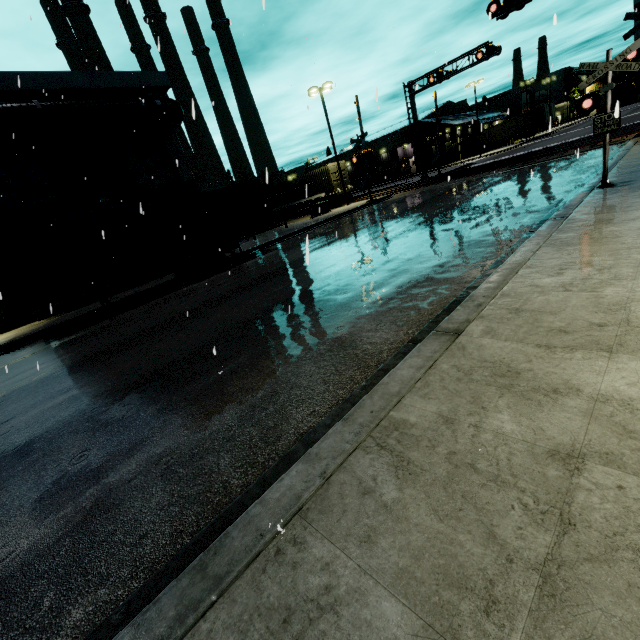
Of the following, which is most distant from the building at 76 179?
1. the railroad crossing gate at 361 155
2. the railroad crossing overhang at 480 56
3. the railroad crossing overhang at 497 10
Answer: the railroad crossing overhang at 497 10

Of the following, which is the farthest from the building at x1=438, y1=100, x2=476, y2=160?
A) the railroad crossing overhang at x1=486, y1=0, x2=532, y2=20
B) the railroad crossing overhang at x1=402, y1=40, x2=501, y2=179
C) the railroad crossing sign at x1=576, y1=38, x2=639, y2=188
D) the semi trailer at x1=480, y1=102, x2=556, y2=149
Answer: the railroad crossing overhang at x1=486, y1=0, x2=532, y2=20

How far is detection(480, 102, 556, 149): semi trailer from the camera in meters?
49.3 m

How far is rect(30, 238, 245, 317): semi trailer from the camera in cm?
1203

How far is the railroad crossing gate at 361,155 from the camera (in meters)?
24.39

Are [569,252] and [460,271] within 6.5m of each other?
yes

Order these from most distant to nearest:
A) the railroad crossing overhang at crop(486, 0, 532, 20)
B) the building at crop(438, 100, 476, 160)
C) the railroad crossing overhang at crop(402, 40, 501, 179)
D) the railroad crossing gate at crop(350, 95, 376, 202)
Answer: Answer: the building at crop(438, 100, 476, 160) < the railroad crossing overhang at crop(402, 40, 501, 179) < the railroad crossing gate at crop(350, 95, 376, 202) < the railroad crossing overhang at crop(486, 0, 532, 20)

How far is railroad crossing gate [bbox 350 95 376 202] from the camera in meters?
24.4
